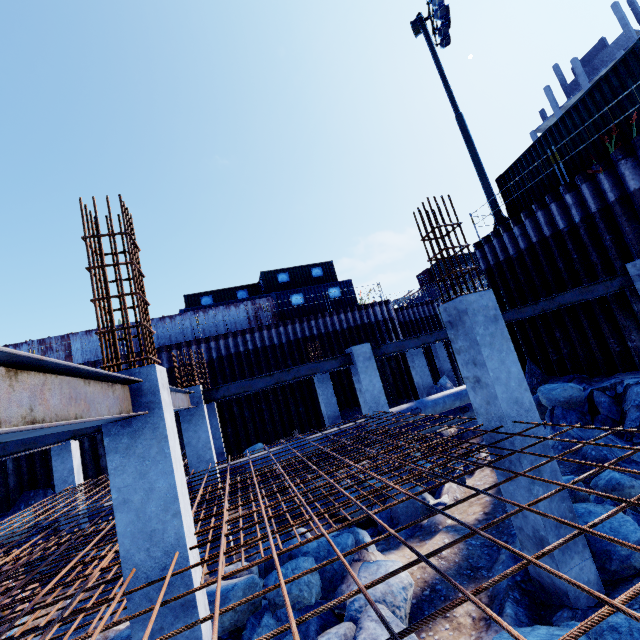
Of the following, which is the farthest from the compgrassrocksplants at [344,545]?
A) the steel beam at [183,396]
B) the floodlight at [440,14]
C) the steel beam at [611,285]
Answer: the floodlight at [440,14]

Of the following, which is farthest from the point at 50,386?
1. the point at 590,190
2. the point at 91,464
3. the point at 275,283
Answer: the point at 275,283

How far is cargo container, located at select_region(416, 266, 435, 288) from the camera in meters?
37.7

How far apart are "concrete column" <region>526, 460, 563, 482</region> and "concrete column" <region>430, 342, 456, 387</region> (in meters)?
17.16

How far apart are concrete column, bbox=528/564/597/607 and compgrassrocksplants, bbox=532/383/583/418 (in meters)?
5.69

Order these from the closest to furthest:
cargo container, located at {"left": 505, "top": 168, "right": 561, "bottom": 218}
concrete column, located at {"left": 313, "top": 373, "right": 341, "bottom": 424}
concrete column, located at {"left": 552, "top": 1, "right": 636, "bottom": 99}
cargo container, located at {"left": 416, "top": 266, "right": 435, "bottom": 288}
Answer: cargo container, located at {"left": 505, "top": 168, "right": 561, "bottom": 218} < concrete column, located at {"left": 313, "top": 373, "right": 341, "bottom": 424} < cargo container, located at {"left": 416, "top": 266, "right": 435, "bottom": 288} < concrete column, located at {"left": 552, "top": 1, "right": 636, "bottom": 99}

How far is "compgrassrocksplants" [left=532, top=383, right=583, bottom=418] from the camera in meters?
9.4 m

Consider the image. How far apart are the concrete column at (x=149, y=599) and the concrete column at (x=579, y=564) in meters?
4.3 m
